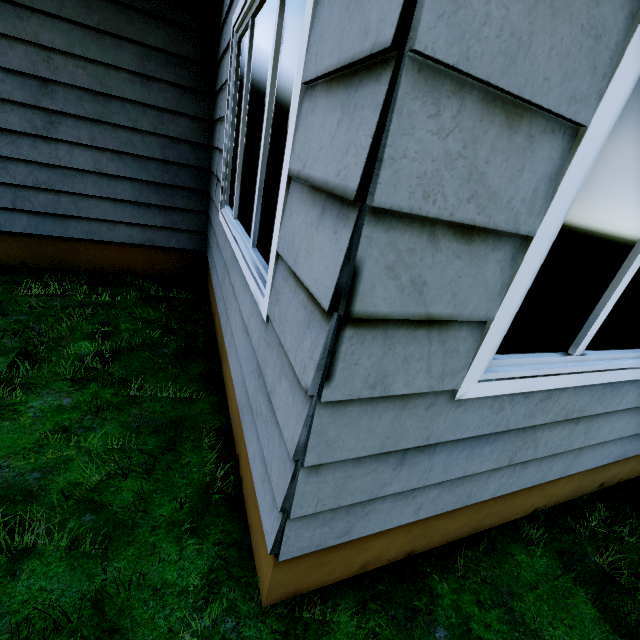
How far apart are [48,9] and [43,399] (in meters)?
3.36
